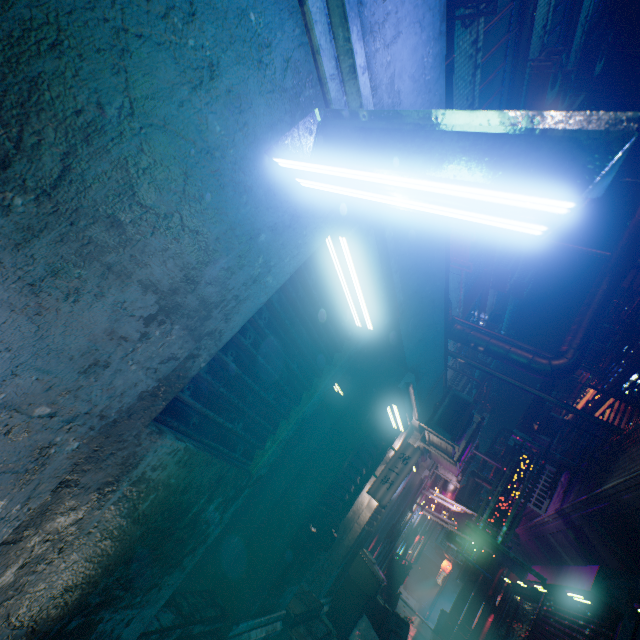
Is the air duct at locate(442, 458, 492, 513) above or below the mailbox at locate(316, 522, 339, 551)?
above

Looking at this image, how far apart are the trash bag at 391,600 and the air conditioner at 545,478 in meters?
3.8

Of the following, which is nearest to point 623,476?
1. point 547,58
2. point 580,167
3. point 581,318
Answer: point 581,318

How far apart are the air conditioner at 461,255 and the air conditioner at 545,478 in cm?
390

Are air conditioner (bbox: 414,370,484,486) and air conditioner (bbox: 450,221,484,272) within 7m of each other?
yes

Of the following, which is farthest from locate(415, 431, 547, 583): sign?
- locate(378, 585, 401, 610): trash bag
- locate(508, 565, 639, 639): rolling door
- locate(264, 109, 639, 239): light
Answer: locate(264, 109, 639, 239): light

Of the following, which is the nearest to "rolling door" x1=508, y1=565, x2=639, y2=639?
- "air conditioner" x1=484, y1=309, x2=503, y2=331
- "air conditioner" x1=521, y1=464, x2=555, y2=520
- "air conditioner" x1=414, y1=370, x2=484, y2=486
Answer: "air conditioner" x1=521, y1=464, x2=555, y2=520

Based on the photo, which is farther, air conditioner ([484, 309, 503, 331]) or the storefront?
air conditioner ([484, 309, 503, 331])
